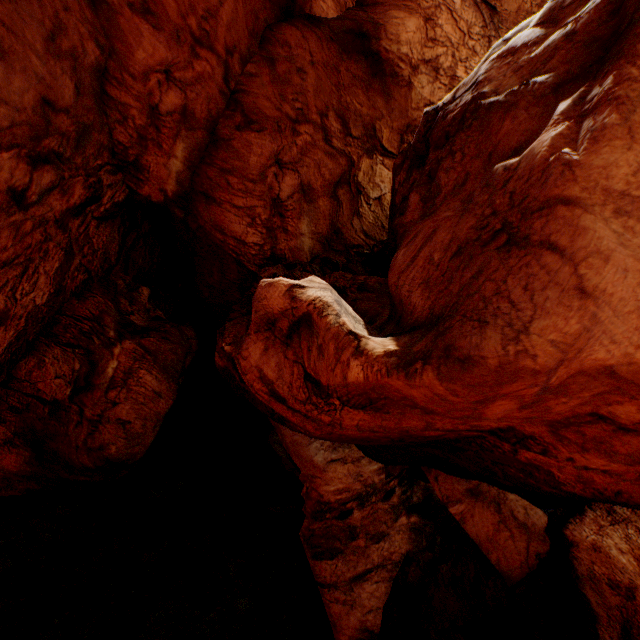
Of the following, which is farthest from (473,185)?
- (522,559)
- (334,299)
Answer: (522,559)
